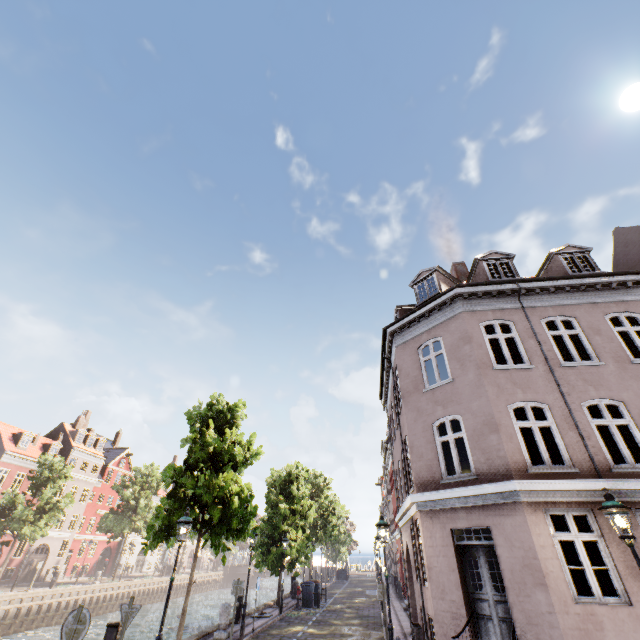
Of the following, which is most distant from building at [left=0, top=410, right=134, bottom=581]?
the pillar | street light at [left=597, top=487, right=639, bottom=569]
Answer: street light at [left=597, top=487, right=639, bottom=569]

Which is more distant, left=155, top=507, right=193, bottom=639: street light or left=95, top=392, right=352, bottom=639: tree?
left=95, top=392, right=352, bottom=639: tree

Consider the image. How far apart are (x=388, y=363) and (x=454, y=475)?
7.0m

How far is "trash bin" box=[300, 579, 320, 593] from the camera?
22.3m

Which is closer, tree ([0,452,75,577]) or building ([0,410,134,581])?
tree ([0,452,75,577])

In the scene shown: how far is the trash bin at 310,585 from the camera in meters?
22.3

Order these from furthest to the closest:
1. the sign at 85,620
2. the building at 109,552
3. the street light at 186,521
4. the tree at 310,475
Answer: the building at 109,552, the tree at 310,475, the street light at 186,521, the sign at 85,620

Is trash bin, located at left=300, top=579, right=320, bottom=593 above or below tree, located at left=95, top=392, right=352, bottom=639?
below
